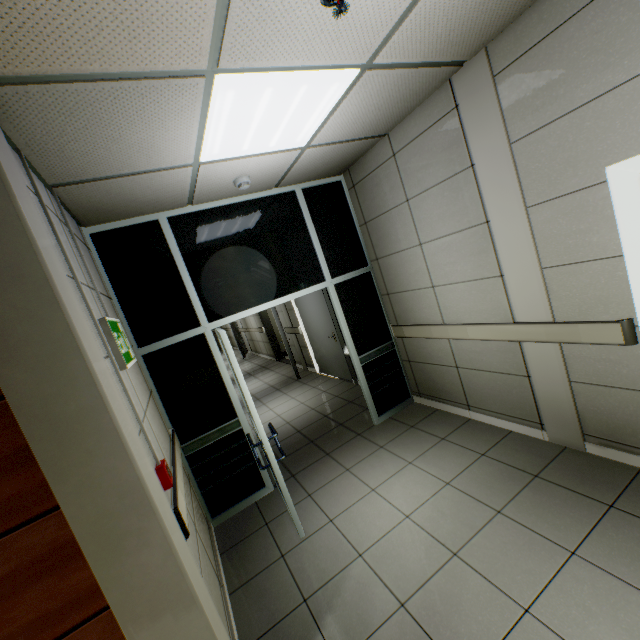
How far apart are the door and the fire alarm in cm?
426

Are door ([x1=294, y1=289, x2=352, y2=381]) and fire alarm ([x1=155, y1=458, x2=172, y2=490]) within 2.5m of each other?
no

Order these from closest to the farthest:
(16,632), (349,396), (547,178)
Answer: (16,632) < (547,178) < (349,396)

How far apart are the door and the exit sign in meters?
3.7 m

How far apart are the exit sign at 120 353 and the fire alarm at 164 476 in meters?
0.7

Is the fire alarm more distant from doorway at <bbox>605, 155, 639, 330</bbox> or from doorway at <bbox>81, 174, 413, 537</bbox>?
doorway at <bbox>605, 155, 639, 330</bbox>

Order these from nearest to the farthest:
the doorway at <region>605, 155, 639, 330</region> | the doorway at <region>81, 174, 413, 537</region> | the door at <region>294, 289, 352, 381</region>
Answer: the doorway at <region>605, 155, 639, 330</region> < the doorway at <region>81, 174, 413, 537</region> < the door at <region>294, 289, 352, 381</region>

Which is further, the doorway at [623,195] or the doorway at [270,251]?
the doorway at [270,251]
